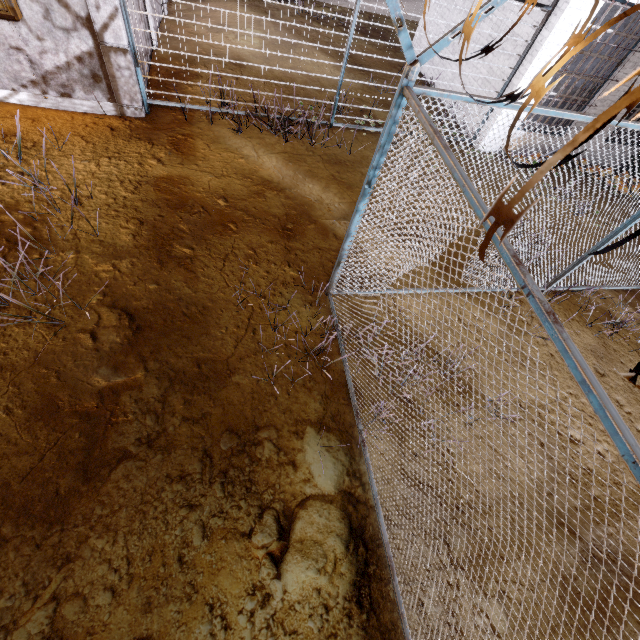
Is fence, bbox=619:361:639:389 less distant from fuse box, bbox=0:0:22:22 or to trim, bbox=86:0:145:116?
trim, bbox=86:0:145:116

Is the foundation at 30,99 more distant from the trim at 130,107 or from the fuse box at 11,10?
the fuse box at 11,10

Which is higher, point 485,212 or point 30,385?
point 485,212

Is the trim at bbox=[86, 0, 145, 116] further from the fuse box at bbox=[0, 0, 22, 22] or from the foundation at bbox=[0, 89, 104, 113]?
the fuse box at bbox=[0, 0, 22, 22]

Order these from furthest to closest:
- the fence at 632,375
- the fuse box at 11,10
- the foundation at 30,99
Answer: the foundation at 30,99
the fuse box at 11,10
the fence at 632,375

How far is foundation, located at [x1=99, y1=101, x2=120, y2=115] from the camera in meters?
6.4 m

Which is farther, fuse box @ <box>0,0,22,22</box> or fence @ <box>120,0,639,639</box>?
fuse box @ <box>0,0,22,22</box>

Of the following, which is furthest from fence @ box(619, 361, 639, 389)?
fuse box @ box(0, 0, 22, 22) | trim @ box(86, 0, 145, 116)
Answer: fuse box @ box(0, 0, 22, 22)
